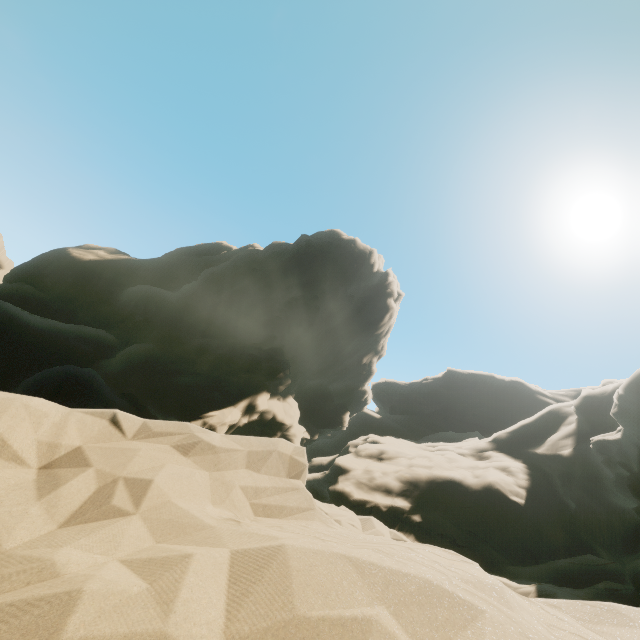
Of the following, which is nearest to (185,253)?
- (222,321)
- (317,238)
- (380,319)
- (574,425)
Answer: (317,238)
